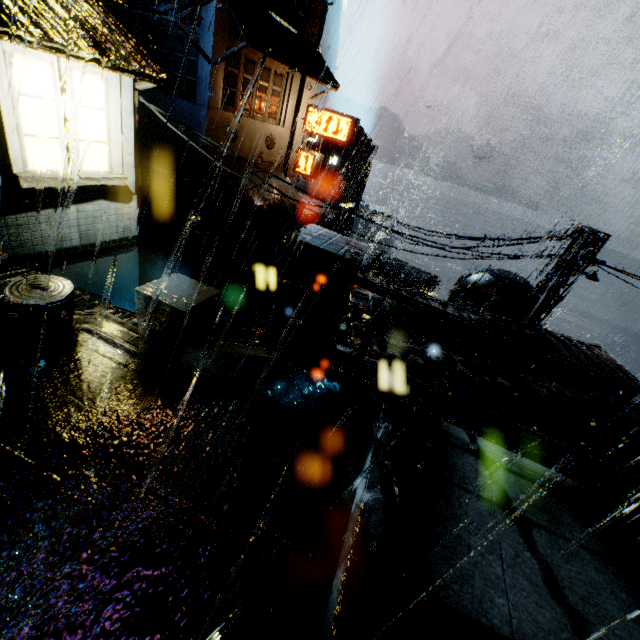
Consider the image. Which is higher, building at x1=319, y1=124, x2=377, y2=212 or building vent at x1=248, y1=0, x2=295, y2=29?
building vent at x1=248, y1=0, x2=295, y2=29

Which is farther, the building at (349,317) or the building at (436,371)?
the building at (349,317)

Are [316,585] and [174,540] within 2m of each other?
yes

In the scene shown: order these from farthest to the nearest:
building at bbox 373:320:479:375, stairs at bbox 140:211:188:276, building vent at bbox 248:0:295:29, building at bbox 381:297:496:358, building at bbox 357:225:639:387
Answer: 1. building vent at bbox 248:0:295:29
2. stairs at bbox 140:211:188:276
3. building at bbox 357:225:639:387
4. building at bbox 381:297:496:358
5. building at bbox 373:320:479:375

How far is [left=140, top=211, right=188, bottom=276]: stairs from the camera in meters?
21.8

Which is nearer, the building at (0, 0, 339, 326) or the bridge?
the bridge

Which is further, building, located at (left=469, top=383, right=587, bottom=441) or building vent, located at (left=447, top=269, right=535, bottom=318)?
building vent, located at (left=447, top=269, right=535, bottom=318)

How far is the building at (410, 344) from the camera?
7.1 meters
